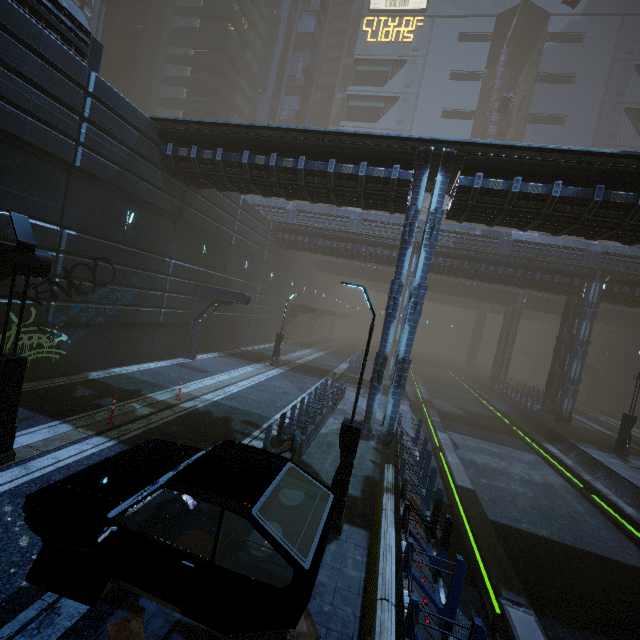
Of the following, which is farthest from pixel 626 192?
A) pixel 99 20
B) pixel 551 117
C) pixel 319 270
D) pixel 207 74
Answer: pixel 551 117

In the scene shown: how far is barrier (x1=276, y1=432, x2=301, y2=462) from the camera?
9.02m

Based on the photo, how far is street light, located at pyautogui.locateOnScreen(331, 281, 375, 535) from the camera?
7.19m

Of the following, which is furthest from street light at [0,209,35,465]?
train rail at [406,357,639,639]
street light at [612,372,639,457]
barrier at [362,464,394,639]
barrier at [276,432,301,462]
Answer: street light at [612,372,639,457]

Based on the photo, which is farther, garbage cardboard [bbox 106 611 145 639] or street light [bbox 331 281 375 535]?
street light [bbox 331 281 375 535]

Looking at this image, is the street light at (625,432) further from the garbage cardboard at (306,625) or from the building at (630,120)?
the garbage cardboard at (306,625)

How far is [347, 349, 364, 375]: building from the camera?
27.3 meters

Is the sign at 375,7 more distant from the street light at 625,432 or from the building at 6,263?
the street light at 625,432
